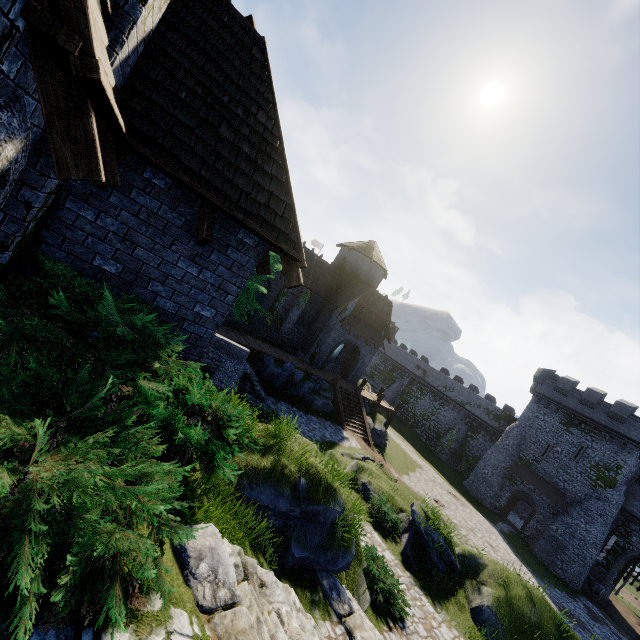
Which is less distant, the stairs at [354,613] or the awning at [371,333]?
the stairs at [354,613]

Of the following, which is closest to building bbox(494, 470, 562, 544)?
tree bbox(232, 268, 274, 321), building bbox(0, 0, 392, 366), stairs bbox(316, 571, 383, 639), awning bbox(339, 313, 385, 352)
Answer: awning bbox(339, 313, 385, 352)

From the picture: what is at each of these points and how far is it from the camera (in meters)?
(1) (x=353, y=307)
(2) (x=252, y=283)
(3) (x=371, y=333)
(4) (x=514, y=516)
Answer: (1) building, 29.34
(2) tree, 22.83
(3) awning, 30.84
(4) building, 39.53

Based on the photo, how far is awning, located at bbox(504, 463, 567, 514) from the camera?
31.6m

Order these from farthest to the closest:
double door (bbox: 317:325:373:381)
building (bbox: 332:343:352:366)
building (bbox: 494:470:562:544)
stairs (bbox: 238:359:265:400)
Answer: building (bbox: 332:343:352:366), building (bbox: 494:470:562:544), double door (bbox: 317:325:373:381), stairs (bbox: 238:359:265:400)

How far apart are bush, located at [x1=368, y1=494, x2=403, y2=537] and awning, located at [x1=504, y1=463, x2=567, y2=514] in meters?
26.1

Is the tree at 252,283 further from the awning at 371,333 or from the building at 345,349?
the awning at 371,333

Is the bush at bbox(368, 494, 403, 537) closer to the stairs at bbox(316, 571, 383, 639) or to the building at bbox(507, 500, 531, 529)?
the stairs at bbox(316, 571, 383, 639)
